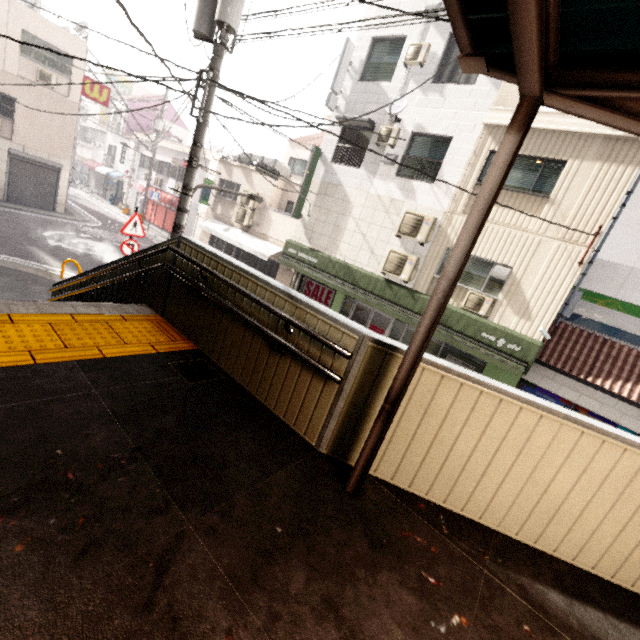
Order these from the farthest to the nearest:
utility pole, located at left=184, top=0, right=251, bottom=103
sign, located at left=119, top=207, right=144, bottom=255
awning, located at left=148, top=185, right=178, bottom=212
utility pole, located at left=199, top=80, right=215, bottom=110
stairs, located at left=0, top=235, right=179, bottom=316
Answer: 1. awning, located at left=148, top=185, right=178, bottom=212
2. sign, located at left=119, top=207, right=144, bottom=255
3. utility pole, located at left=199, top=80, right=215, bottom=110
4. utility pole, located at left=184, top=0, right=251, bottom=103
5. stairs, located at left=0, top=235, right=179, bottom=316

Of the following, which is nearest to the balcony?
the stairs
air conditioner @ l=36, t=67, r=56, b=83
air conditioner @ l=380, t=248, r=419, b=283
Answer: air conditioner @ l=380, t=248, r=419, b=283

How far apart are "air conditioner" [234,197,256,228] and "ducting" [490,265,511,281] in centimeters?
1175cm

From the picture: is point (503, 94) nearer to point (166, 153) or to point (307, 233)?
point (307, 233)

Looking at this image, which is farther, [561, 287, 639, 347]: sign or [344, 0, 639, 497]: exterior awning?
[561, 287, 639, 347]: sign

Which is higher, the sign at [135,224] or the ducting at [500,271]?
the ducting at [500,271]

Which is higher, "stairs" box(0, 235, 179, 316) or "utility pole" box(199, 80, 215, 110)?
"utility pole" box(199, 80, 215, 110)

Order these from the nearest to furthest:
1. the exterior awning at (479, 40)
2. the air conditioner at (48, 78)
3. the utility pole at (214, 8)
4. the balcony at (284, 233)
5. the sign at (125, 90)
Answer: the exterior awning at (479, 40) < the utility pole at (214, 8) < the balcony at (284, 233) < the air conditioner at (48, 78) < the sign at (125, 90)
